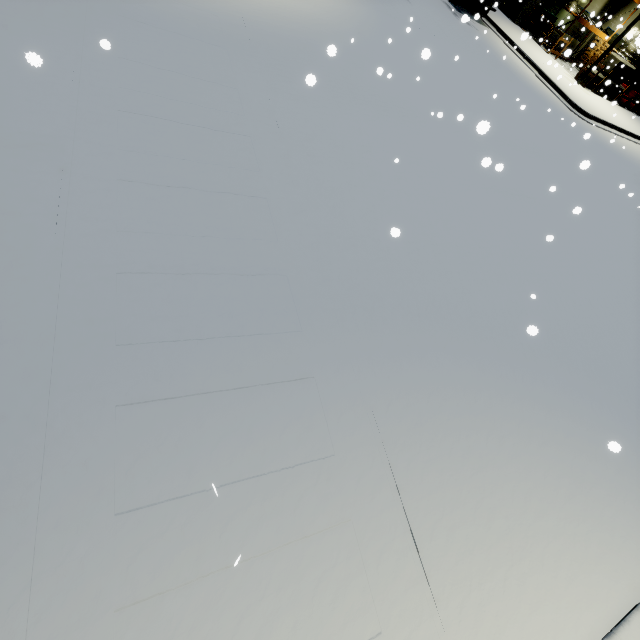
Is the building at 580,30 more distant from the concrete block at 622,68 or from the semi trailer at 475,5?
the concrete block at 622,68

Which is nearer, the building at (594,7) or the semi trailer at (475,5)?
the semi trailer at (475,5)

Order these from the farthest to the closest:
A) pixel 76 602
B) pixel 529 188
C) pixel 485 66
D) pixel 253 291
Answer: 1. pixel 485 66
2. pixel 529 188
3. pixel 253 291
4. pixel 76 602

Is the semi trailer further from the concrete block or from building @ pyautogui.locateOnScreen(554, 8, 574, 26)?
the concrete block

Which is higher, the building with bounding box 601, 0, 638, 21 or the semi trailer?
the building with bounding box 601, 0, 638, 21

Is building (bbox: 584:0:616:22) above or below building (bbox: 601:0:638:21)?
below

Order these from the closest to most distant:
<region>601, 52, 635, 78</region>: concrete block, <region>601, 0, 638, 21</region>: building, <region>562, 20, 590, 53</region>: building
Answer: <region>601, 52, 635, 78</region>: concrete block, <region>601, 0, 638, 21</region>: building, <region>562, 20, 590, 53</region>: building

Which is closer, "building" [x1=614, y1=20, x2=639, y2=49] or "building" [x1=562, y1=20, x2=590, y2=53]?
"building" [x1=614, y1=20, x2=639, y2=49]
